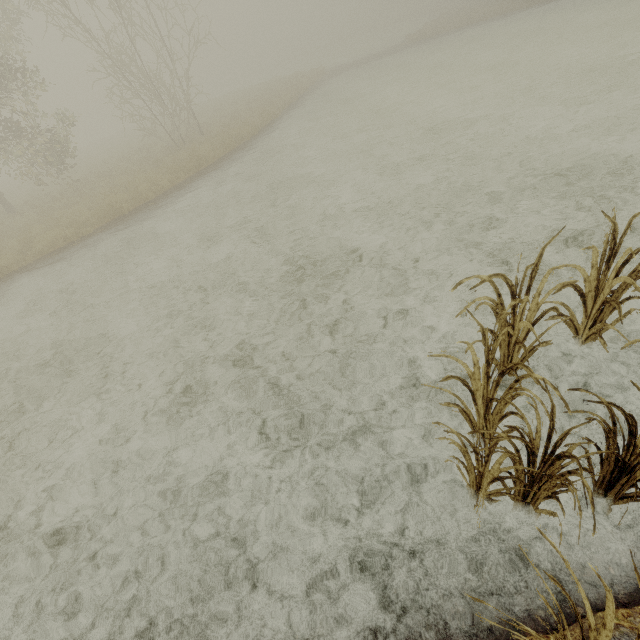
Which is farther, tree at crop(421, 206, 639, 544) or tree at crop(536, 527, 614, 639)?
tree at crop(421, 206, 639, 544)

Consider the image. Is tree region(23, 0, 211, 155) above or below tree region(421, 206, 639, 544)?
above

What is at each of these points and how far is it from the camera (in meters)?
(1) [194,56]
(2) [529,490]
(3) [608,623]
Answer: (1) tree, 18.59
(2) tree, 2.36
(3) tree, 1.19

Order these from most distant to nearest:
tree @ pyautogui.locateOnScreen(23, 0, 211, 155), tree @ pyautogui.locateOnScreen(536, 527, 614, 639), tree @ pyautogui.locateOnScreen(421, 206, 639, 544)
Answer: tree @ pyautogui.locateOnScreen(23, 0, 211, 155)
tree @ pyautogui.locateOnScreen(421, 206, 639, 544)
tree @ pyautogui.locateOnScreen(536, 527, 614, 639)

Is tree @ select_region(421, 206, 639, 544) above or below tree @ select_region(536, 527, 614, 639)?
below

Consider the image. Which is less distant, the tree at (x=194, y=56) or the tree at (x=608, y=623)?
the tree at (x=608, y=623)

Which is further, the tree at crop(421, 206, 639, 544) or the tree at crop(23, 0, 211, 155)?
the tree at crop(23, 0, 211, 155)

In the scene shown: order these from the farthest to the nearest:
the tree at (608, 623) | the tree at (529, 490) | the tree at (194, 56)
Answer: the tree at (194, 56) < the tree at (529, 490) < the tree at (608, 623)
